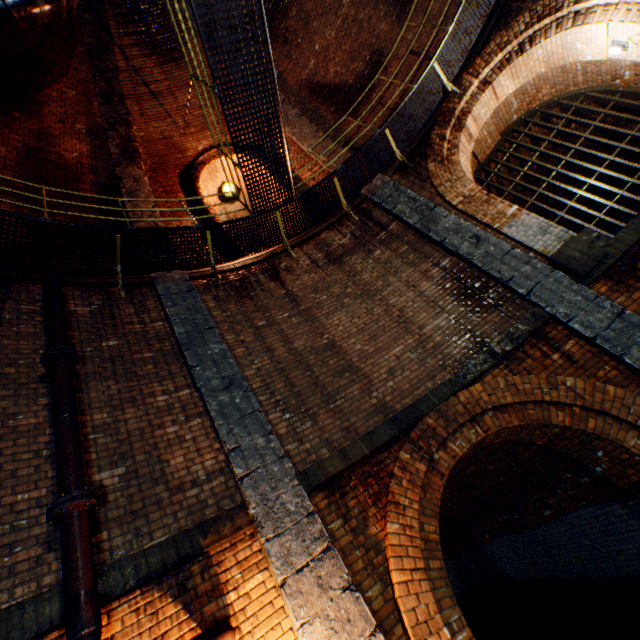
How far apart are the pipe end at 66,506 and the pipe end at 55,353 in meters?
1.8

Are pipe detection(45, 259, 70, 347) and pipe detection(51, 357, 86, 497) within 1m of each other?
yes

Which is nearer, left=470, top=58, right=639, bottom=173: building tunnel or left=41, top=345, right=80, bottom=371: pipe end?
left=41, top=345, right=80, bottom=371: pipe end

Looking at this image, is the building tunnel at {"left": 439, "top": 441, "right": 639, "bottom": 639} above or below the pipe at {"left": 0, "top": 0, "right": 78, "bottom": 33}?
below

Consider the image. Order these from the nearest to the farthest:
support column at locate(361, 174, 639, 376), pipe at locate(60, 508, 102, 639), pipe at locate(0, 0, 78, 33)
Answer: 1. pipe at locate(60, 508, 102, 639)
2. support column at locate(361, 174, 639, 376)
3. pipe at locate(0, 0, 78, 33)

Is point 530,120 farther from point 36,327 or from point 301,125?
point 36,327

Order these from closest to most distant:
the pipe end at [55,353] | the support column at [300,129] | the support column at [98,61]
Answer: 1. the pipe end at [55,353]
2. the support column at [98,61]
3. the support column at [300,129]

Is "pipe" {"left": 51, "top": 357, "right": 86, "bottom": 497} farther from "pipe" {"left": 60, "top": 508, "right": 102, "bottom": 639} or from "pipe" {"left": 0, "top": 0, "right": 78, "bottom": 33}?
"pipe" {"left": 0, "top": 0, "right": 78, "bottom": 33}
